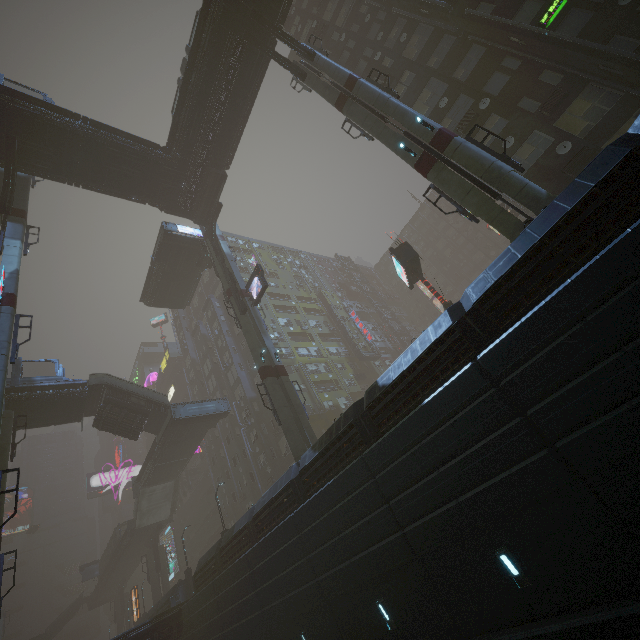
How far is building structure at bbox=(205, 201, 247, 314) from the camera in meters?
27.6 m

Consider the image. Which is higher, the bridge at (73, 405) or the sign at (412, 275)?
the bridge at (73, 405)

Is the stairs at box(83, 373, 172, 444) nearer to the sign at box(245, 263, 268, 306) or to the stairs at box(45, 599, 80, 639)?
the sign at box(245, 263, 268, 306)

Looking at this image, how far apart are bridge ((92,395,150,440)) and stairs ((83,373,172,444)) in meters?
0.0

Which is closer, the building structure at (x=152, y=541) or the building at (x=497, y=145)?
the building at (x=497, y=145)

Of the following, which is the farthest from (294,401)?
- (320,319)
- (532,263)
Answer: (320,319)

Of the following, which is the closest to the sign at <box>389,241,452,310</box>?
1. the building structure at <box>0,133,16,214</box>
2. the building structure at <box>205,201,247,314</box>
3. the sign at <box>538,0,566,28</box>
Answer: the building structure at <box>205,201,247,314</box>

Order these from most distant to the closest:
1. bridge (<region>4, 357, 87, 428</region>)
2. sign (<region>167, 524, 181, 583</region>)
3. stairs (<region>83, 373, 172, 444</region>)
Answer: sign (<region>167, 524, 181, 583</region>) → stairs (<region>83, 373, 172, 444</region>) → bridge (<region>4, 357, 87, 428</region>)
